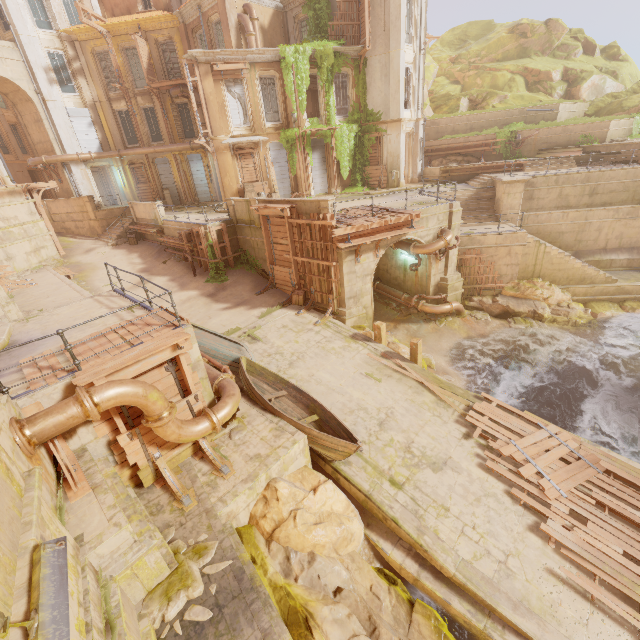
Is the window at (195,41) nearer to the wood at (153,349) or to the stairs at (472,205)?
the stairs at (472,205)

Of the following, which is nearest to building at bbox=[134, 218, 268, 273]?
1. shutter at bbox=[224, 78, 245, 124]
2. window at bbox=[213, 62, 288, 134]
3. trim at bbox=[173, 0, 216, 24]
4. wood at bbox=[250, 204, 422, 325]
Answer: wood at bbox=[250, 204, 422, 325]

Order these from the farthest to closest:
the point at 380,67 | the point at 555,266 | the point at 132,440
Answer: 1. the point at 380,67
2. the point at 555,266
3. the point at 132,440

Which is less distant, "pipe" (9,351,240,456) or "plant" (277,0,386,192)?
"pipe" (9,351,240,456)

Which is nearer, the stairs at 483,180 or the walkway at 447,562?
the walkway at 447,562

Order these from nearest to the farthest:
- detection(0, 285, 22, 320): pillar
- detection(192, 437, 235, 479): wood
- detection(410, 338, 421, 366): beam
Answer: detection(192, 437, 235, 479): wood → detection(0, 285, 22, 320): pillar → detection(410, 338, 421, 366): beam

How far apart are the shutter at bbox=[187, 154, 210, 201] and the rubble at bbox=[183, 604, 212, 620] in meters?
28.7

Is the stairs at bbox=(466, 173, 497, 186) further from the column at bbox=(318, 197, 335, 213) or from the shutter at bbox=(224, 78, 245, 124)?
the shutter at bbox=(224, 78, 245, 124)
